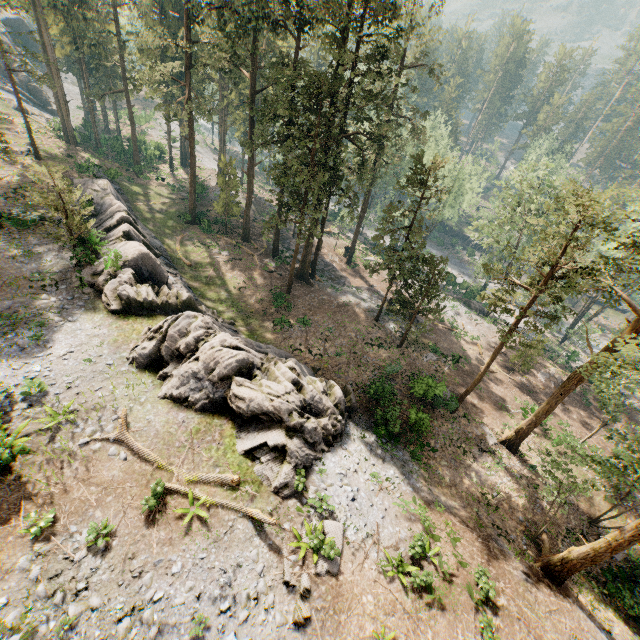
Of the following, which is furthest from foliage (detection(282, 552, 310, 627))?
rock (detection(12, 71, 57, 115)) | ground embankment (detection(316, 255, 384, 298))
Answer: rock (detection(12, 71, 57, 115))

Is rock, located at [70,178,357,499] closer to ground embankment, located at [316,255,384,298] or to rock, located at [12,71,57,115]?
ground embankment, located at [316,255,384,298]

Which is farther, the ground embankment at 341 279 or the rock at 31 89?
the rock at 31 89

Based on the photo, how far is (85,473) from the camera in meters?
13.5 m

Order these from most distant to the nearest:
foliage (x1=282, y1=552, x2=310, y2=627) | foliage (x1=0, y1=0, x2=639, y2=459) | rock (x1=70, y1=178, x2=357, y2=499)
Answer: foliage (x1=0, y1=0, x2=639, y2=459), rock (x1=70, y1=178, x2=357, y2=499), foliage (x1=282, y1=552, x2=310, y2=627)

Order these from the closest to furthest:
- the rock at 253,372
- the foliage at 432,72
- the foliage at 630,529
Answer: the foliage at 630,529
the rock at 253,372
the foliage at 432,72

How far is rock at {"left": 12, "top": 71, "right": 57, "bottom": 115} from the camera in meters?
54.3

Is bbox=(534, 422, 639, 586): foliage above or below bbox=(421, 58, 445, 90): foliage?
below
